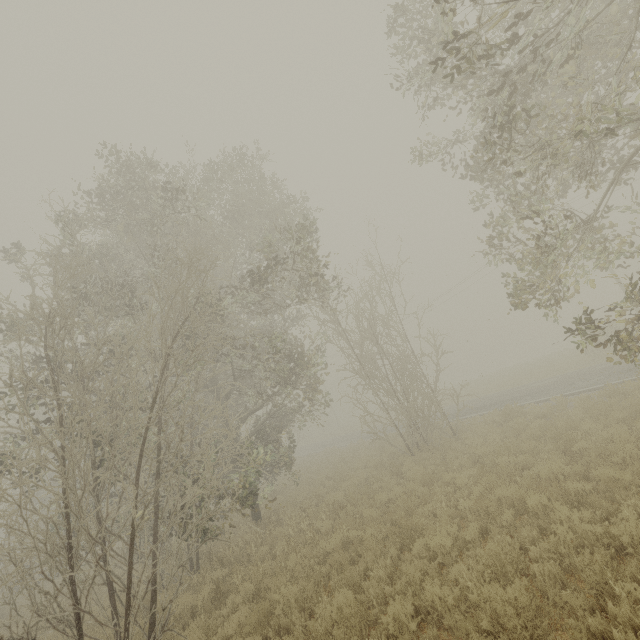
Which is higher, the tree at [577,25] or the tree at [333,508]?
the tree at [577,25]

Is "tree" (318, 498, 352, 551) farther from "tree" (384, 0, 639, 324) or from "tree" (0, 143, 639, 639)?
"tree" (384, 0, 639, 324)

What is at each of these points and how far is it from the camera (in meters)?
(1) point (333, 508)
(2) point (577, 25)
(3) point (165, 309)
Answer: (1) tree, 11.38
(2) tree, 10.04
(3) tree, 8.87

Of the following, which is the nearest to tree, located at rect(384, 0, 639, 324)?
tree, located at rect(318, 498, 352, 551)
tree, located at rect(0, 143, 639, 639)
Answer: tree, located at rect(318, 498, 352, 551)

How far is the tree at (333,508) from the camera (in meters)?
8.78

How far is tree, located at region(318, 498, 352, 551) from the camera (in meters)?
8.78
